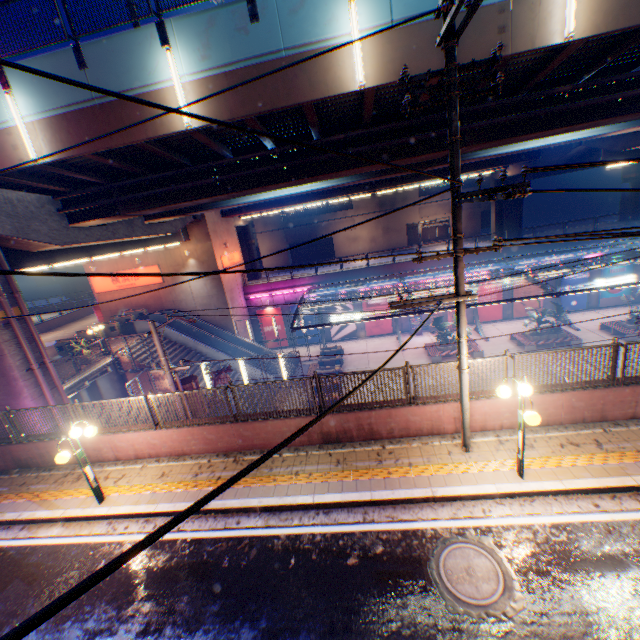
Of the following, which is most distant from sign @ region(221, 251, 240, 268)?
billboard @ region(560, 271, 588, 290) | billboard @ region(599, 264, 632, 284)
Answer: billboard @ region(599, 264, 632, 284)

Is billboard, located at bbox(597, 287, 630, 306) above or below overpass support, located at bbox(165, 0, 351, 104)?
below

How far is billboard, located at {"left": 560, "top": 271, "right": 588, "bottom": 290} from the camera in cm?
2891

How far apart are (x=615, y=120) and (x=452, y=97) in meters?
10.7 m

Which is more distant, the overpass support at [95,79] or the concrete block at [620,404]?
the overpass support at [95,79]

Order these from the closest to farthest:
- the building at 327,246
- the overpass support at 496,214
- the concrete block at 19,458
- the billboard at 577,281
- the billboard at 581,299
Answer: the concrete block at 19,458, the billboard at 577,281, the billboard at 581,299, the overpass support at 496,214, the building at 327,246

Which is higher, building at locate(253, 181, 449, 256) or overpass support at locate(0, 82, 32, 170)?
overpass support at locate(0, 82, 32, 170)

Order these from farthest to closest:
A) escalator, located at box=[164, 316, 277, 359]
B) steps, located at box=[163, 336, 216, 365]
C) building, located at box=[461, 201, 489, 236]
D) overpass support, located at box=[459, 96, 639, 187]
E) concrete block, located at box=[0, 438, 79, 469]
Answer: building, located at box=[461, 201, 489, 236] < escalator, located at box=[164, 316, 277, 359] < steps, located at box=[163, 336, 216, 365] < overpass support, located at box=[459, 96, 639, 187] < concrete block, located at box=[0, 438, 79, 469]
